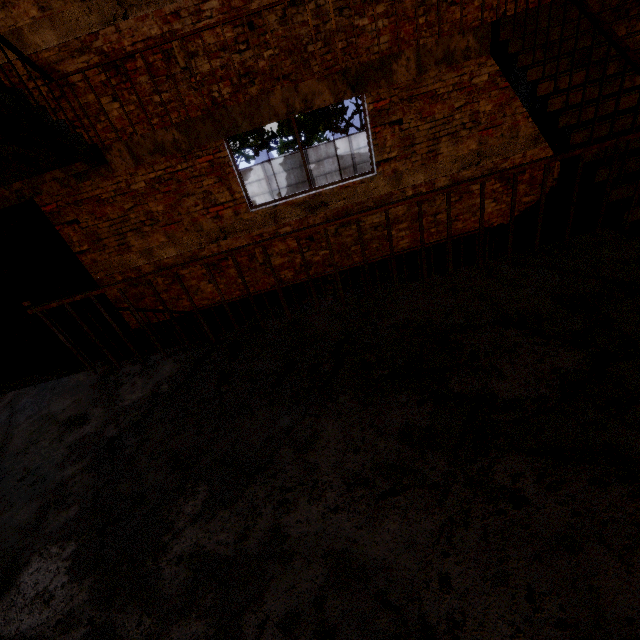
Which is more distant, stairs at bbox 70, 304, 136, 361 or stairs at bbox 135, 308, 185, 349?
stairs at bbox 135, 308, 185, 349

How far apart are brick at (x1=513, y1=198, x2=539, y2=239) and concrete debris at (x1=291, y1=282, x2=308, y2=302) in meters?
3.5

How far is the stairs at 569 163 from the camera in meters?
3.3 m

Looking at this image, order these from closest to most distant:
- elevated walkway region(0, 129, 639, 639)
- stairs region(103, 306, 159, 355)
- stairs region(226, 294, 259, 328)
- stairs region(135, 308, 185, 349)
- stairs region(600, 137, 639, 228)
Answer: elevated walkway region(0, 129, 639, 639), stairs region(600, 137, 639, 228), stairs region(103, 306, 159, 355), stairs region(135, 308, 185, 349), stairs region(226, 294, 259, 328)

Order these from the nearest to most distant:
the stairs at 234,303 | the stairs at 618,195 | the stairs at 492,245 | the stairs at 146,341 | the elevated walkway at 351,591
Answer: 1. the elevated walkway at 351,591
2. the stairs at 618,195
3. the stairs at 146,341
4. the stairs at 492,245
5. the stairs at 234,303

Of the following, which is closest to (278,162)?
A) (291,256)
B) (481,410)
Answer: (291,256)
